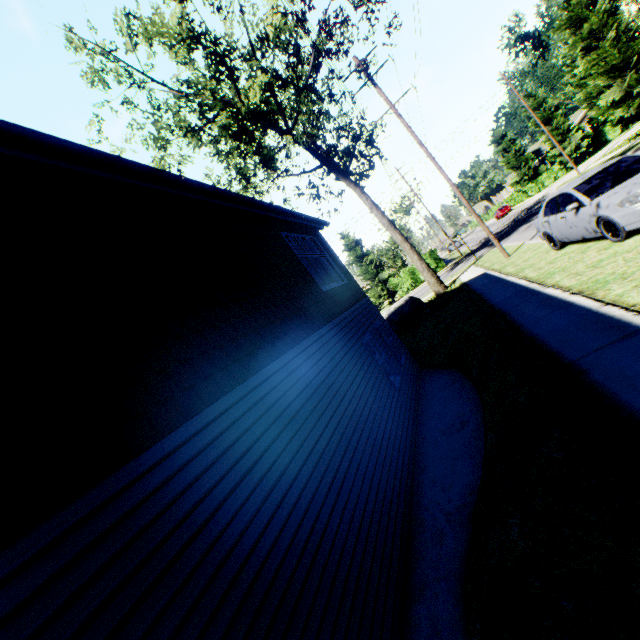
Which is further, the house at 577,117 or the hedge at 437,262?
the house at 577,117

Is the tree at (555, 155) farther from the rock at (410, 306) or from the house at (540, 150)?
the rock at (410, 306)

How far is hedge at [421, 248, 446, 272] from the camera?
35.3 meters

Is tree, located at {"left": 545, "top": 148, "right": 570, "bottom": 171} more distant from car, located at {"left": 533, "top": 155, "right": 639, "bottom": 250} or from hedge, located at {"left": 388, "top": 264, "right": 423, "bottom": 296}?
hedge, located at {"left": 388, "top": 264, "right": 423, "bottom": 296}

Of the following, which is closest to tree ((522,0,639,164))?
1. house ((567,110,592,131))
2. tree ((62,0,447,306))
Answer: house ((567,110,592,131))

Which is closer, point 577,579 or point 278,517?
point 577,579

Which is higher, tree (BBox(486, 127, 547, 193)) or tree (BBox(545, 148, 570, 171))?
tree (BBox(486, 127, 547, 193))
